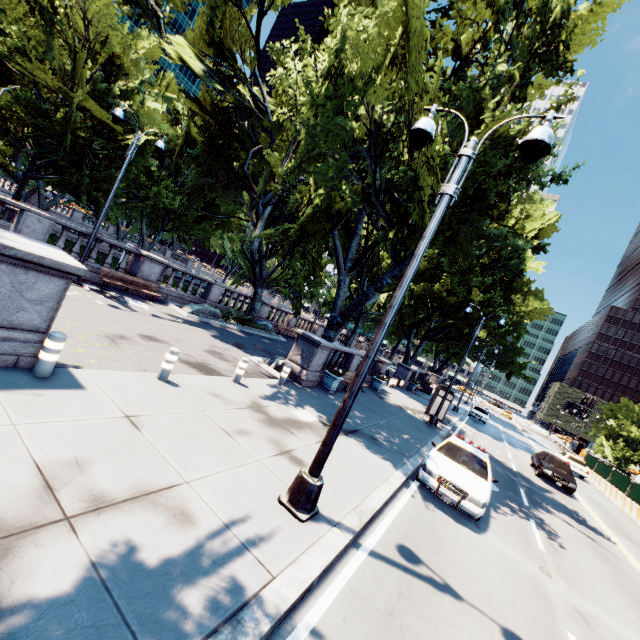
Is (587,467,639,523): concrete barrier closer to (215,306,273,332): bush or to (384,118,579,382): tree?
(384,118,579,382): tree

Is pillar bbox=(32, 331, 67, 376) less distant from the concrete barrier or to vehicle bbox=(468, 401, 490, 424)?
the concrete barrier

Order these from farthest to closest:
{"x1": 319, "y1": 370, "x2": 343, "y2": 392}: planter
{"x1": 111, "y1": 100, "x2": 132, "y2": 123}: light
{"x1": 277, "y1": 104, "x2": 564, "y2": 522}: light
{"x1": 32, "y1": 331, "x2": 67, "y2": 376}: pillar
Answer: {"x1": 319, "y1": 370, "x2": 343, "y2": 392}: planter → {"x1": 111, "y1": 100, "x2": 132, "y2": 123}: light → {"x1": 32, "y1": 331, "x2": 67, "y2": 376}: pillar → {"x1": 277, "y1": 104, "x2": 564, "y2": 522}: light

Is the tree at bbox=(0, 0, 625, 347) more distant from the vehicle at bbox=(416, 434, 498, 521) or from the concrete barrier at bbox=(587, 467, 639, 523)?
the concrete barrier at bbox=(587, 467, 639, 523)

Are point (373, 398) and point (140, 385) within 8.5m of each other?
no

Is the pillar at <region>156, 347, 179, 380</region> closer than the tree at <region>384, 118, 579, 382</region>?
Yes

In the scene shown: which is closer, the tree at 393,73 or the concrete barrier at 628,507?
the tree at 393,73

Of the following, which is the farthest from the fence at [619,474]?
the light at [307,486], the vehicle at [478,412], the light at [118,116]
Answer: the light at [118,116]
